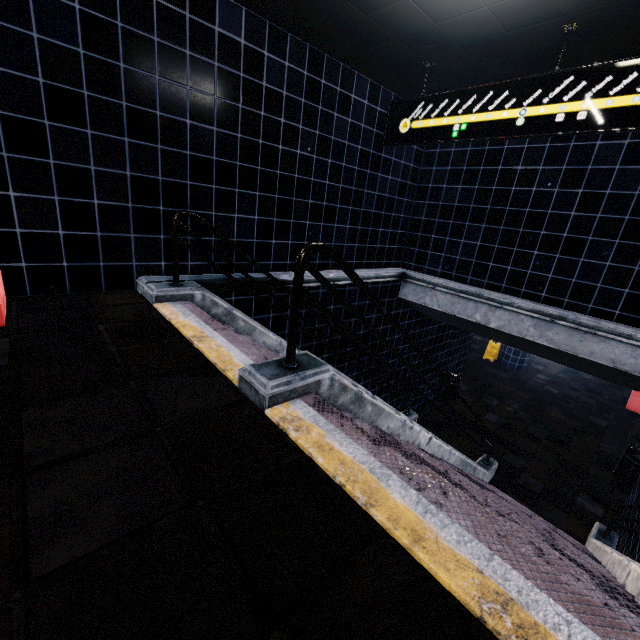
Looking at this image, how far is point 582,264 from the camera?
4.55m
